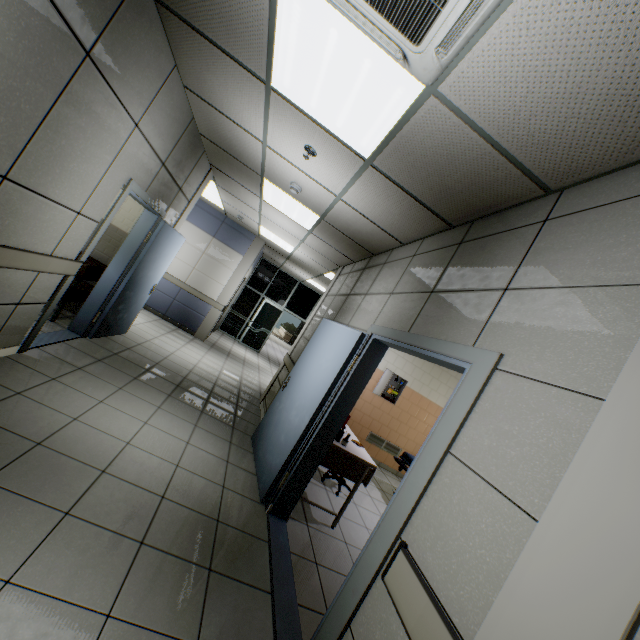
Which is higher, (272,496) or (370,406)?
(370,406)

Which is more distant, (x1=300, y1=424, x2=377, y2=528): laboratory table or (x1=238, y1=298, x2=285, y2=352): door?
(x1=238, y1=298, x2=285, y2=352): door

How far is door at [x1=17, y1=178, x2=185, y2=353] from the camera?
3.46m

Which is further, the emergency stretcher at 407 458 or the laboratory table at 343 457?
the emergency stretcher at 407 458

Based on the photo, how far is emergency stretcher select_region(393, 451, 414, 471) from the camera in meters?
5.4

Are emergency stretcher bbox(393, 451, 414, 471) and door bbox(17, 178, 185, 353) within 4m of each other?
no

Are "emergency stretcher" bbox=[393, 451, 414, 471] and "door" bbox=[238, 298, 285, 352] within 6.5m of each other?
no

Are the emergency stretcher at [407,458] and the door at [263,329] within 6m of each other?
no
